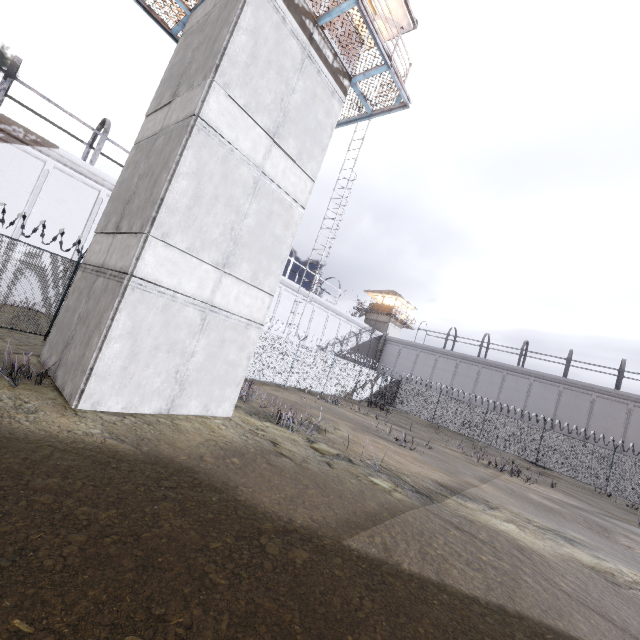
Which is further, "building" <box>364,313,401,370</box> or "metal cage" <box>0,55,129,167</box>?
"building" <box>364,313,401,370</box>

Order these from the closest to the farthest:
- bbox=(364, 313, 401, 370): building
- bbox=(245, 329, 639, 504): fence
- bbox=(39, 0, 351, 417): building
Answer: bbox=(39, 0, 351, 417): building
bbox=(245, 329, 639, 504): fence
bbox=(364, 313, 401, 370): building

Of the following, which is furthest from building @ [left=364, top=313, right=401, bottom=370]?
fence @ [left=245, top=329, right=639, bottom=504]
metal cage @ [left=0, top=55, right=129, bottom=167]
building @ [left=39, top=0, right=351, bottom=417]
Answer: building @ [left=39, top=0, right=351, bottom=417]

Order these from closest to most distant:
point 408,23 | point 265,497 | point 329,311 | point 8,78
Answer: point 265,497 → point 408,23 → point 8,78 → point 329,311

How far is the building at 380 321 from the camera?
44.09m

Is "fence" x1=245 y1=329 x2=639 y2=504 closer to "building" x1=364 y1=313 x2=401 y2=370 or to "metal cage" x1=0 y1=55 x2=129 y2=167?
"metal cage" x1=0 y1=55 x2=129 y2=167

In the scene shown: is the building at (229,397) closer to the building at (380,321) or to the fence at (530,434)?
the fence at (530,434)

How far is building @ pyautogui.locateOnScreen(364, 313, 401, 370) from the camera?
44.1m
